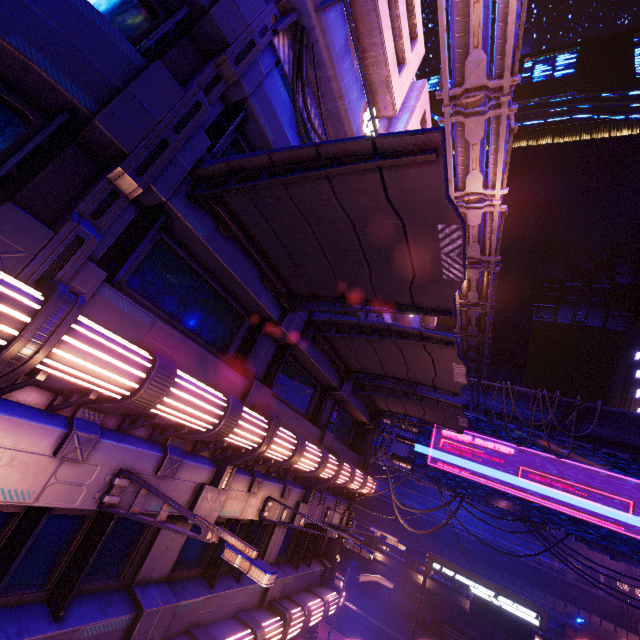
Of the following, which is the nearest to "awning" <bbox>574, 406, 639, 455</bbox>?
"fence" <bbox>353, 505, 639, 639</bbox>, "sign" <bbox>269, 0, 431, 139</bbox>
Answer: "sign" <bbox>269, 0, 431, 139</bbox>

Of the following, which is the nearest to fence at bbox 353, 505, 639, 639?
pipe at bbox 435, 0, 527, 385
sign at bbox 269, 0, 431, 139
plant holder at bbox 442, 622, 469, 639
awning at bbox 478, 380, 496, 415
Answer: plant holder at bbox 442, 622, 469, 639

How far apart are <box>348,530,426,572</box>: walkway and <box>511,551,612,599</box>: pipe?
2.79m

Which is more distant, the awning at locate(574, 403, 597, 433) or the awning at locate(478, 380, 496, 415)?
the awning at locate(478, 380, 496, 415)

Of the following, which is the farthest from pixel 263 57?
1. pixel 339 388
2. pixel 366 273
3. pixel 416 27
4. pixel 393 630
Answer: pixel 393 630

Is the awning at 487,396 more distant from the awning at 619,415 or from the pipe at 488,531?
the pipe at 488,531

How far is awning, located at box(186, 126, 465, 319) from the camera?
4.2 meters

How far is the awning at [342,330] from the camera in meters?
8.4 m
